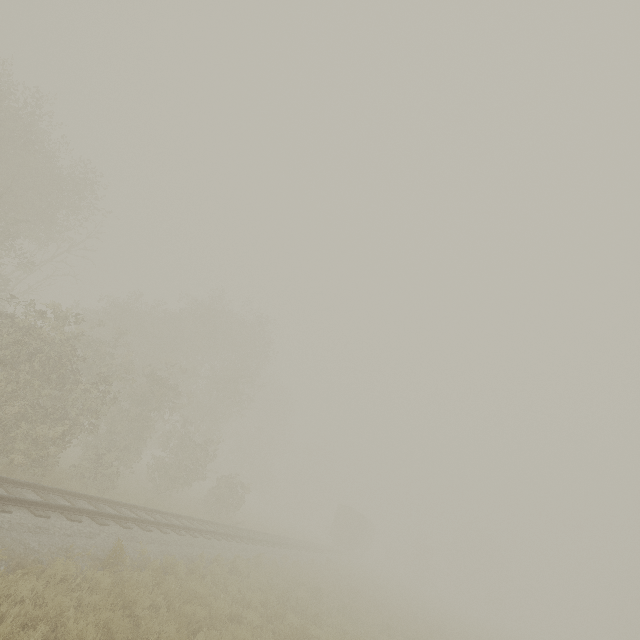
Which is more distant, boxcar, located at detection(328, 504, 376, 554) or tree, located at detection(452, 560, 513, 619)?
tree, located at detection(452, 560, 513, 619)

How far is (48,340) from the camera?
12.03m

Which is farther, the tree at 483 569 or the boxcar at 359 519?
the tree at 483 569

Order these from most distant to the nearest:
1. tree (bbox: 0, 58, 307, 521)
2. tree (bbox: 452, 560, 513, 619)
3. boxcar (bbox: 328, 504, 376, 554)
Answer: tree (bbox: 452, 560, 513, 619) < boxcar (bbox: 328, 504, 376, 554) < tree (bbox: 0, 58, 307, 521)

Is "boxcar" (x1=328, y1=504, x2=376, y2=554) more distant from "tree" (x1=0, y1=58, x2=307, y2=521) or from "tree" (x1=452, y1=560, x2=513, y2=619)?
"tree" (x1=0, y1=58, x2=307, y2=521)

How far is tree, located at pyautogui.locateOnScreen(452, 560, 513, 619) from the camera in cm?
5526

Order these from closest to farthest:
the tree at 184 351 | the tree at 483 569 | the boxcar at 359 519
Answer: the tree at 184 351 → the boxcar at 359 519 → the tree at 483 569
